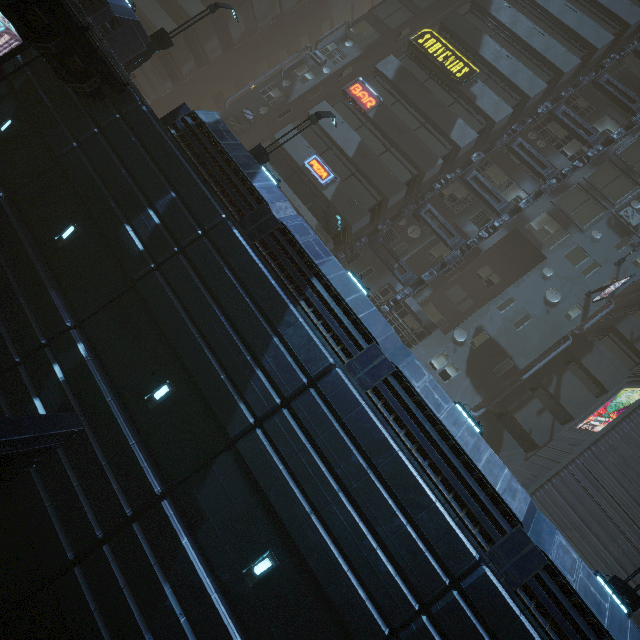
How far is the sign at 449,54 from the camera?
21.94m

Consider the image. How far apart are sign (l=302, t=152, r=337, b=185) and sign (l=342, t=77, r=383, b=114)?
4.4 meters

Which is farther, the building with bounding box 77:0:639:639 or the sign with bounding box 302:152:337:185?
the sign with bounding box 302:152:337:185

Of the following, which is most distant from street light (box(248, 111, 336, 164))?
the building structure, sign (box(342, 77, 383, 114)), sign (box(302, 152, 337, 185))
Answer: sign (box(342, 77, 383, 114))

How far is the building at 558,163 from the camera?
23.5 meters

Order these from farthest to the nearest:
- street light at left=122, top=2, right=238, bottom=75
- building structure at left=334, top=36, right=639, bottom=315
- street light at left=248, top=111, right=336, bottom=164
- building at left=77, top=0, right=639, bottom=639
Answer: building structure at left=334, top=36, right=639, bottom=315 → street light at left=122, top=2, right=238, bottom=75 → street light at left=248, top=111, right=336, bottom=164 → building at left=77, top=0, right=639, bottom=639

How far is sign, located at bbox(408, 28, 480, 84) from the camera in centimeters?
2194cm

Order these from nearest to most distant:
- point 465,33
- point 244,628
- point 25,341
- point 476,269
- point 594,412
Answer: point 244,628 < point 25,341 < point 594,412 < point 465,33 < point 476,269
